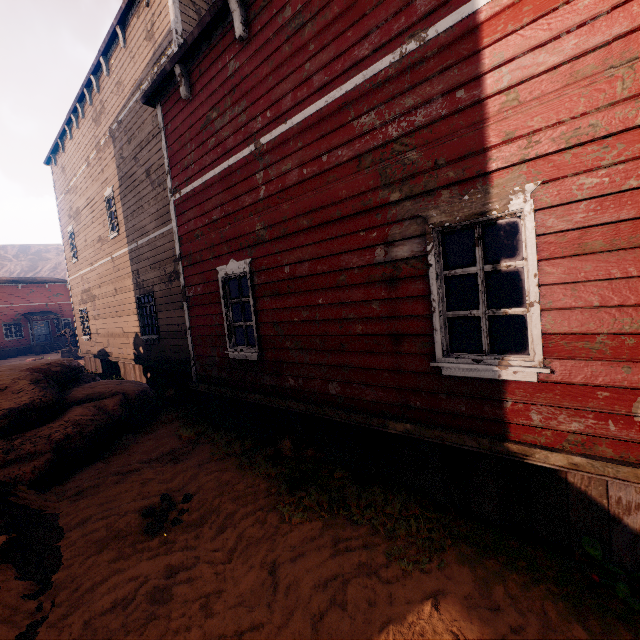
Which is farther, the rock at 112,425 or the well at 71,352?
the well at 71,352

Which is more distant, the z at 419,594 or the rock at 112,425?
the rock at 112,425

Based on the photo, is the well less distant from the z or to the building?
the z

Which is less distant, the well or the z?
the z

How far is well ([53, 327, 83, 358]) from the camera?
23.6 meters

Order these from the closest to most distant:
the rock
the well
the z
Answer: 1. the z
2. the rock
3. the well

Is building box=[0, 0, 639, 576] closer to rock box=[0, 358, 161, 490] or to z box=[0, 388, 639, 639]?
z box=[0, 388, 639, 639]

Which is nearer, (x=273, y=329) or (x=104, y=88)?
(x=273, y=329)
